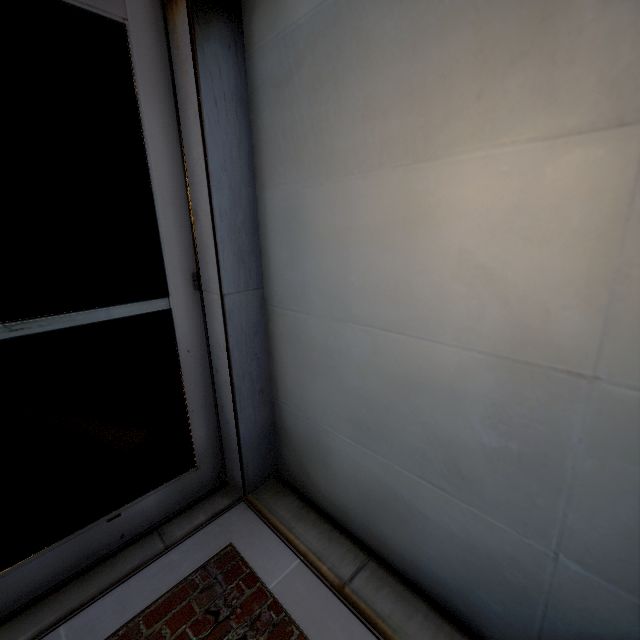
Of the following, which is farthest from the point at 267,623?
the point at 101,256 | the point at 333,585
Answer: the point at 101,256
